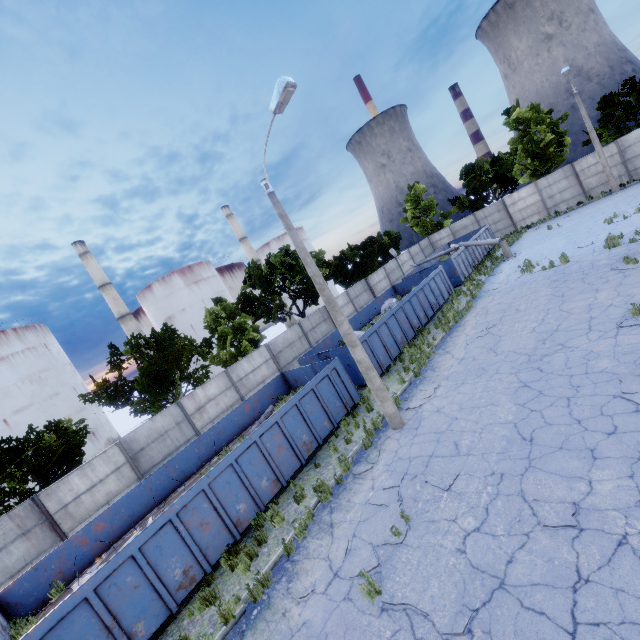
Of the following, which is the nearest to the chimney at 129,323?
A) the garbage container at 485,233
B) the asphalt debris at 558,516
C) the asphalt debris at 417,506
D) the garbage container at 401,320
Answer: the garbage container at 401,320

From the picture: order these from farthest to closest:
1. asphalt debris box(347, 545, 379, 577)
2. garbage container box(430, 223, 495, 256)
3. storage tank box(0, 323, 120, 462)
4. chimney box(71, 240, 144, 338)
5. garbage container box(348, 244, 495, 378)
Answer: chimney box(71, 240, 144, 338) < storage tank box(0, 323, 120, 462) < garbage container box(430, 223, 495, 256) < garbage container box(348, 244, 495, 378) < asphalt debris box(347, 545, 379, 577)

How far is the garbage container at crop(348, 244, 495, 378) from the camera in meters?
15.6 m

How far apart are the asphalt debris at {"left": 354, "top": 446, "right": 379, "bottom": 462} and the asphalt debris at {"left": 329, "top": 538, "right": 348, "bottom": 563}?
2.1 meters

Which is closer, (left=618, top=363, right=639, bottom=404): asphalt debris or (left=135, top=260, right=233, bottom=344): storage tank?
(left=618, top=363, right=639, bottom=404): asphalt debris

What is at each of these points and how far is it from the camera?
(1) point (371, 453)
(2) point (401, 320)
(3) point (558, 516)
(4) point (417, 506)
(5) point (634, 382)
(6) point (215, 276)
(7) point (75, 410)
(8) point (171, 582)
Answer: (1) asphalt debris, 9.99m
(2) garbage container, 17.47m
(3) asphalt debris, 5.49m
(4) asphalt debris, 7.22m
(5) asphalt debris, 7.30m
(6) storage tank, 53.09m
(7) storage tank, 37.00m
(8) garbage container, 7.92m

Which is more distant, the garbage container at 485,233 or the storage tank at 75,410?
the storage tank at 75,410

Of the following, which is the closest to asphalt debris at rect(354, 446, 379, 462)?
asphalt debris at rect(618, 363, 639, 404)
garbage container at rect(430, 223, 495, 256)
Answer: asphalt debris at rect(618, 363, 639, 404)
